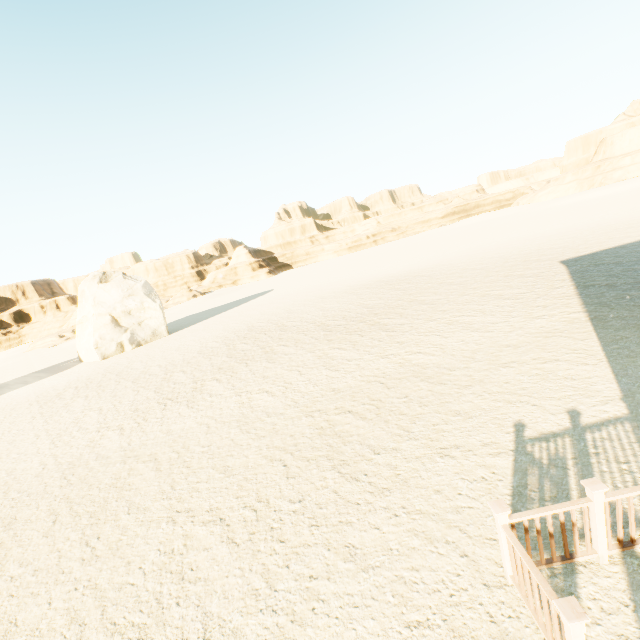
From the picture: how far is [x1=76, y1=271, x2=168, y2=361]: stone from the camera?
26.8m

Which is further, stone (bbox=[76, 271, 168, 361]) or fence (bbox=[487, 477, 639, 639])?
stone (bbox=[76, 271, 168, 361])

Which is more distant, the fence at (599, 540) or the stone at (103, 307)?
the stone at (103, 307)

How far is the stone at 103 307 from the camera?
26.8m

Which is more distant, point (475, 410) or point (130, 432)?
point (130, 432)
